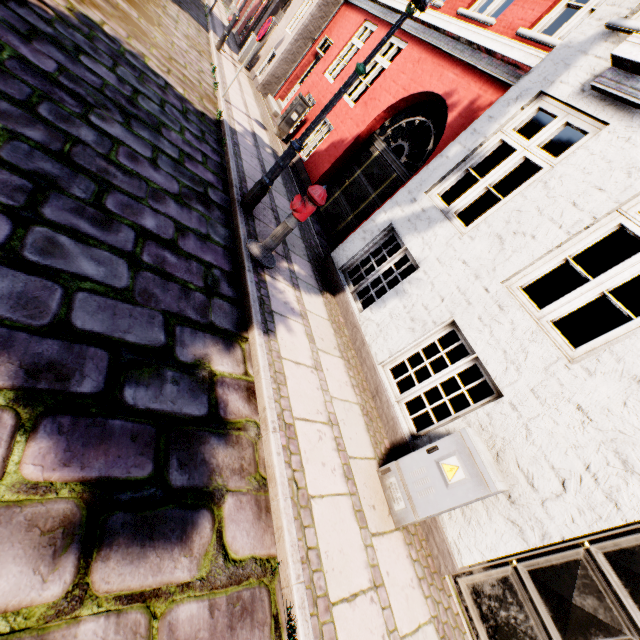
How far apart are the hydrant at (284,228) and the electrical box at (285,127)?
6.8 meters

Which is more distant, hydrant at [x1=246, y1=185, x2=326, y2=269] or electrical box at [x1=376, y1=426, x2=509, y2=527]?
hydrant at [x1=246, y1=185, x2=326, y2=269]

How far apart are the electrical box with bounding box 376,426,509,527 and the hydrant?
2.77m

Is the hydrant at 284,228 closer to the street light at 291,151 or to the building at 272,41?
the street light at 291,151

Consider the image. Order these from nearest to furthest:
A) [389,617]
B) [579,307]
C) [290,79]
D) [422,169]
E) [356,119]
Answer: [389,617] < [422,169] < [356,119] < [579,307] < [290,79]

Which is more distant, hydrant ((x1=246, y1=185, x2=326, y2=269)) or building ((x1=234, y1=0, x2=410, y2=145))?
building ((x1=234, y1=0, x2=410, y2=145))

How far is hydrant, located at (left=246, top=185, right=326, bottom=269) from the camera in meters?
3.8 m
